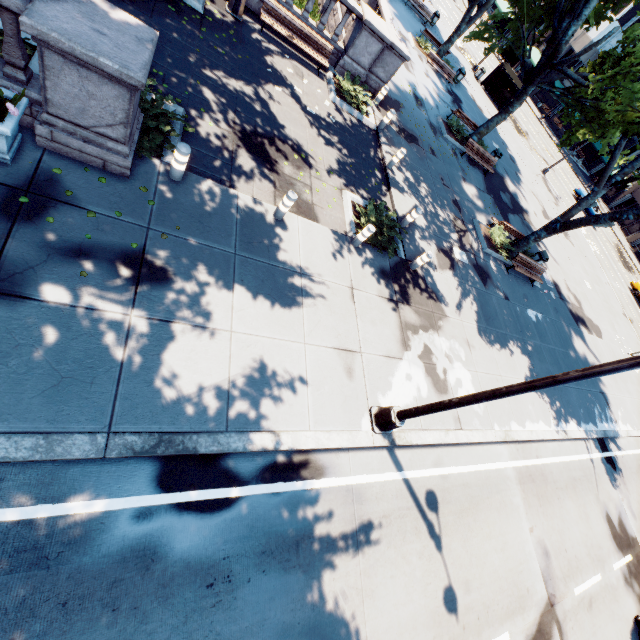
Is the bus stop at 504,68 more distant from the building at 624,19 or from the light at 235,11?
the light at 235,11

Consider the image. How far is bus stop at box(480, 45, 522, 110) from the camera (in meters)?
30.73

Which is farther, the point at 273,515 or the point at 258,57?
the point at 258,57

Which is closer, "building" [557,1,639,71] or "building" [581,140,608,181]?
"building" [557,1,639,71]

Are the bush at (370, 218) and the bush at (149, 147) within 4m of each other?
no

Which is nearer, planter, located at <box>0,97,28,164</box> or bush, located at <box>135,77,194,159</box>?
planter, located at <box>0,97,28,164</box>

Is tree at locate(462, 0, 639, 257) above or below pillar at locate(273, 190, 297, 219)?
above

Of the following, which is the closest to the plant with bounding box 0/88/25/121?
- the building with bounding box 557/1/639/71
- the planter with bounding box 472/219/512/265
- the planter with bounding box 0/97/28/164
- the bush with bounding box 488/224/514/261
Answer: the planter with bounding box 0/97/28/164
